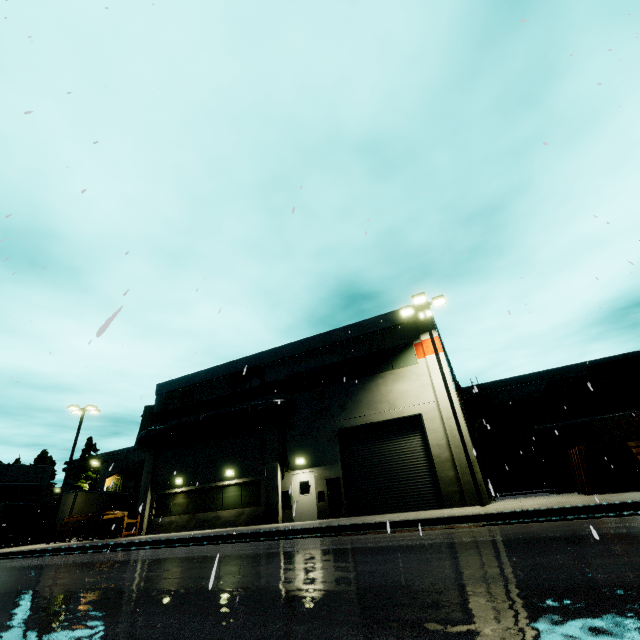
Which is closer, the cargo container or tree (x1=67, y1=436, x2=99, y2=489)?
the cargo container

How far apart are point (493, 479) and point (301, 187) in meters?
37.4

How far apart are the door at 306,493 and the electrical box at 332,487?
0.05m

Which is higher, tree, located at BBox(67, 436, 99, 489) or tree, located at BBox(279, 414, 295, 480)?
tree, located at BBox(67, 436, 99, 489)

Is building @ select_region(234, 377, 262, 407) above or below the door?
above

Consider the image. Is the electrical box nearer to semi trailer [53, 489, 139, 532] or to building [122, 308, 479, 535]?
building [122, 308, 479, 535]

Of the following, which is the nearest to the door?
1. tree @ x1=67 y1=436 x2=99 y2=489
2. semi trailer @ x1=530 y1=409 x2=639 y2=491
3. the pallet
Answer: the pallet

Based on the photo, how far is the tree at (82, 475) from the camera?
49.3m
